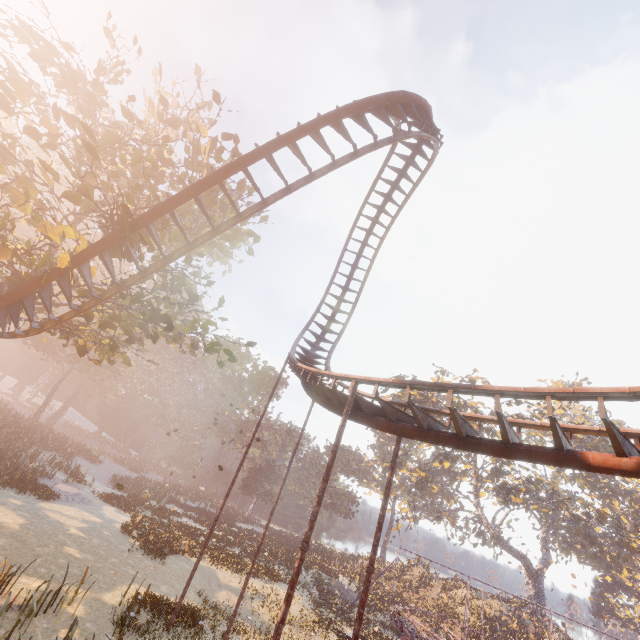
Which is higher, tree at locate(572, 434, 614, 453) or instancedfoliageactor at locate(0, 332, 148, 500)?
tree at locate(572, 434, 614, 453)

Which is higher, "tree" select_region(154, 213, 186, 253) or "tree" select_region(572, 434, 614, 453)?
"tree" select_region(572, 434, 614, 453)

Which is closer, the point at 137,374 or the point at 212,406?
the point at 137,374

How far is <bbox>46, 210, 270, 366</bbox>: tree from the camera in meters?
12.1 m

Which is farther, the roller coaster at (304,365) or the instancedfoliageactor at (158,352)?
the instancedfoliageactor at (158,352)

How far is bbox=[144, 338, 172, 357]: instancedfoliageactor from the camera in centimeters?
5384cm

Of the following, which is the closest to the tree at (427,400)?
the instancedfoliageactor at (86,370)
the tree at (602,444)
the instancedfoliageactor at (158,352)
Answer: the tree at (602,444)

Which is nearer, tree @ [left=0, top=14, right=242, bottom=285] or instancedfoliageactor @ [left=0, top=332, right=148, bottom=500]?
tree @ [left=0, top=14, right=242, bottom=285]
